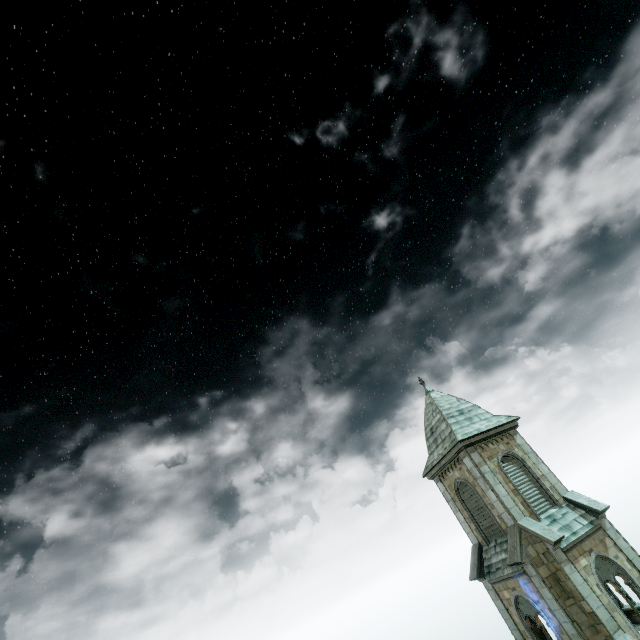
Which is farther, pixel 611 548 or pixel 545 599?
pixel 611 548
